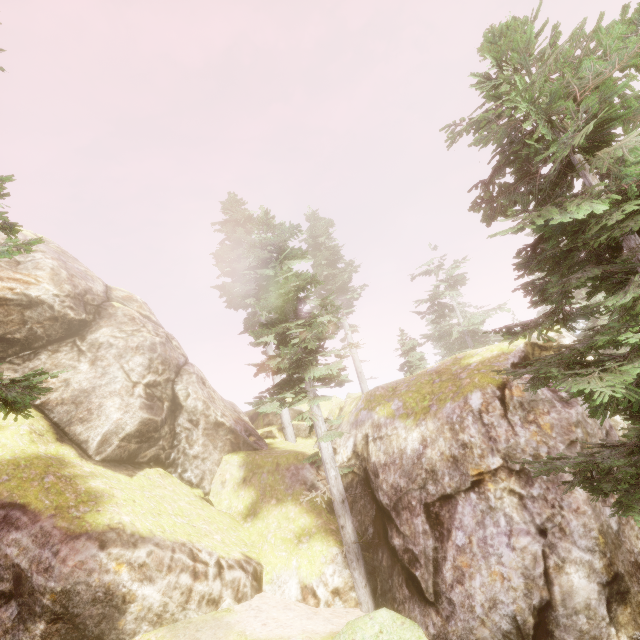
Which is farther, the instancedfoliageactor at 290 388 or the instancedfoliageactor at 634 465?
A: the instancedfoliageactor at 290 388

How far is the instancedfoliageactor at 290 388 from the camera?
11.3m

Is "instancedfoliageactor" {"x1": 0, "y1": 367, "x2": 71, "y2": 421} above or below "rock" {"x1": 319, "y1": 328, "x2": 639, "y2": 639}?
above

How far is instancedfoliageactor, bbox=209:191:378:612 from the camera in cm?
1127

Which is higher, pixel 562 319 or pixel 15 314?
pixel 15 314

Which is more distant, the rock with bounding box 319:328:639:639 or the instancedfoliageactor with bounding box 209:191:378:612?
the instancedfoliageactor with bounding box 209:191:378:612
